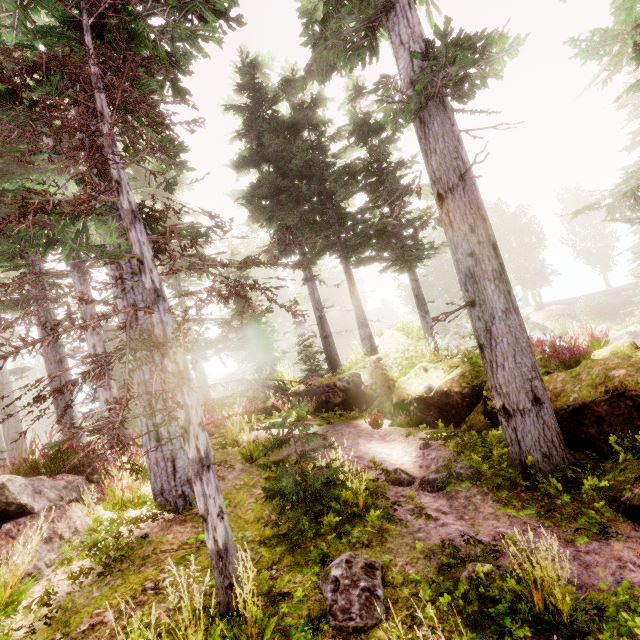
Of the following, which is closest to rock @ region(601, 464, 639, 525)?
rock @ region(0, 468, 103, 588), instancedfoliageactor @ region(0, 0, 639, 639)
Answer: instancedfoliageactor @ region(0, 0, 639, 639)

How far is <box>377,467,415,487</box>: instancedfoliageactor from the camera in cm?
625

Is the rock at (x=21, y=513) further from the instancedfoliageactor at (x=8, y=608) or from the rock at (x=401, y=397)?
the rock at (x=401, y=397)

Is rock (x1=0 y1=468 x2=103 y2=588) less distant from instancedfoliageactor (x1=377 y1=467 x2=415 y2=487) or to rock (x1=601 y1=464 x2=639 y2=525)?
instancedfoliageactor (x1=377 y1=467 x2=415 y2=487)

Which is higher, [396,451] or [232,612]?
[232,612]

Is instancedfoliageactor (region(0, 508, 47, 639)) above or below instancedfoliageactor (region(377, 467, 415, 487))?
above
